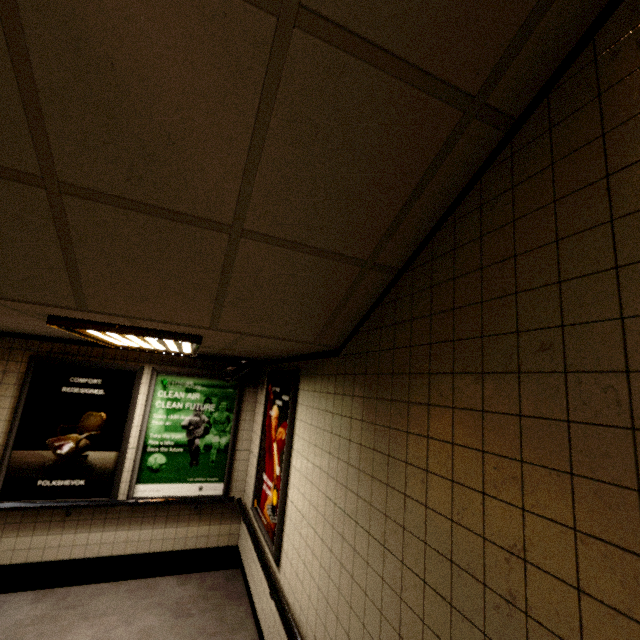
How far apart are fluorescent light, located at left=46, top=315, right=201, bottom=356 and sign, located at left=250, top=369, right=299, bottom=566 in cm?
96

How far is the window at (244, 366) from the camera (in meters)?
4.45

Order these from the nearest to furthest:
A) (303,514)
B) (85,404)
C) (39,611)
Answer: (303,514)
(39,611)
(85,404)

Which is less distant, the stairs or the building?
the stairs

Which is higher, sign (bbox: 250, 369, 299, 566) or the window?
the window

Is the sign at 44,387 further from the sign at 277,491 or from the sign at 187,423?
the sign at 277,491

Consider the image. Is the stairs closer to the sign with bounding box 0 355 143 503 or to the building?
the building

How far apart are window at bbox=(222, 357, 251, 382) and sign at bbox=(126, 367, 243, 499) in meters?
0.2 m
